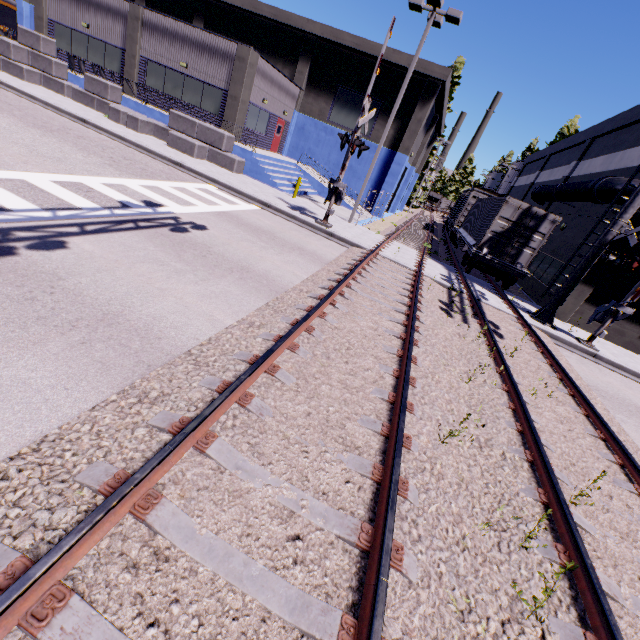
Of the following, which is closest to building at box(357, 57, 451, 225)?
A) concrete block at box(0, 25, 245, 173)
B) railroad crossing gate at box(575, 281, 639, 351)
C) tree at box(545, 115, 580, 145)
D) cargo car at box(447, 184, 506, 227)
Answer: concrete block at box(0, 25, 245, 173)

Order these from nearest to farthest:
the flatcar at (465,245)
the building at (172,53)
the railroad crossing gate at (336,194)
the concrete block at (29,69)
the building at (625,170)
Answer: the railroad crossing gate at (336,194) < the flatcar at (465,245) < the building at (625,170) < the concrete block at (29,69) < the building at (172,53)

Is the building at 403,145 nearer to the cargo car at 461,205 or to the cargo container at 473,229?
the cargo container at 473,229

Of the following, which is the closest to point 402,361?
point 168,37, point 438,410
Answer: point 438,410

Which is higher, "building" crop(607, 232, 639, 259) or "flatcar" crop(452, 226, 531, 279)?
"building" crop(607, 232, 639, 259)

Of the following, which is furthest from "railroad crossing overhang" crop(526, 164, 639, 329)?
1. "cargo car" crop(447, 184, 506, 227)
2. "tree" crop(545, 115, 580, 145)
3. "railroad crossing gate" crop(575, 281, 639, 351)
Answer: "tree" crop(545, 115, 580, 145)

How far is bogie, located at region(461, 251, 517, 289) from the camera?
16.1 meters
